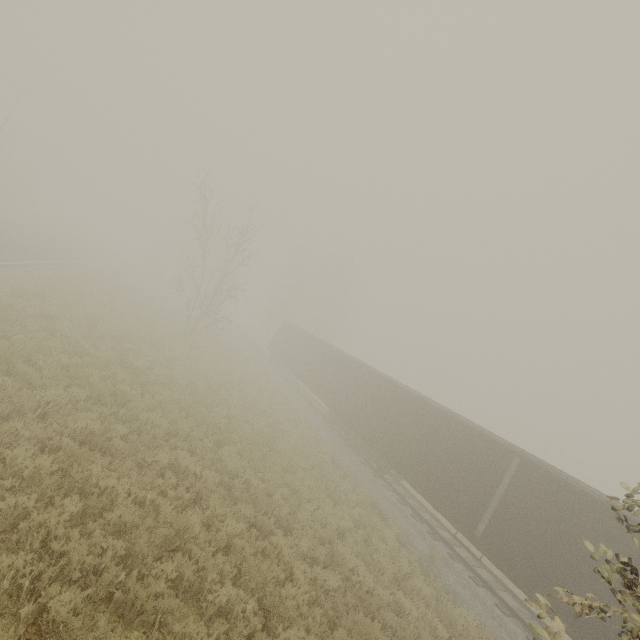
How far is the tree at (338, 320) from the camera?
46.5 meters

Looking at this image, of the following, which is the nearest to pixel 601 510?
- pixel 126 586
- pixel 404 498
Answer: pixel 404 498

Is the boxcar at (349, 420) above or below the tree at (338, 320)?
below

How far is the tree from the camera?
46.53m

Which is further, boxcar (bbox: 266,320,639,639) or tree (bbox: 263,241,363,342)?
tree (bbox: 263,241,363,342)

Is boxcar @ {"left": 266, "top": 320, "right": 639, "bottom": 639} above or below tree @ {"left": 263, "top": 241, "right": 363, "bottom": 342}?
below
